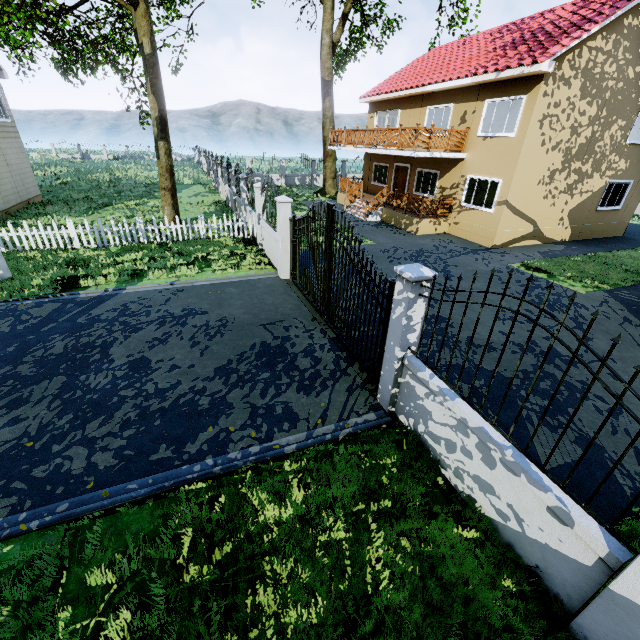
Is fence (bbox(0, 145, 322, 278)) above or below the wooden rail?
below

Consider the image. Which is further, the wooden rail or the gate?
the wooden rail

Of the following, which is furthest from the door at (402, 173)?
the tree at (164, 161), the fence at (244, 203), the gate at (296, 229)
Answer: the gate at (296, 229)

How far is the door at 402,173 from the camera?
19.77m

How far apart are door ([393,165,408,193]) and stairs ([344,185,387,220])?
2.0m

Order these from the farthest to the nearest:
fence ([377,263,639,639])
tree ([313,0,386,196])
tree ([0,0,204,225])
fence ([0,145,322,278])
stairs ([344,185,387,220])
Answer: tree ([313,0,386,196]) < stairs ([344,185,387,220]) < tree ([0,0,204,225]) < fence ([0,145,322,278]) < fence ([377,263,639,639])

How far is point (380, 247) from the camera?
14.30m

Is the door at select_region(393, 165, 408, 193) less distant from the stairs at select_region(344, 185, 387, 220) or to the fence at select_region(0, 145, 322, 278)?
the stairs at select_region(344, 185, 387, 220)
